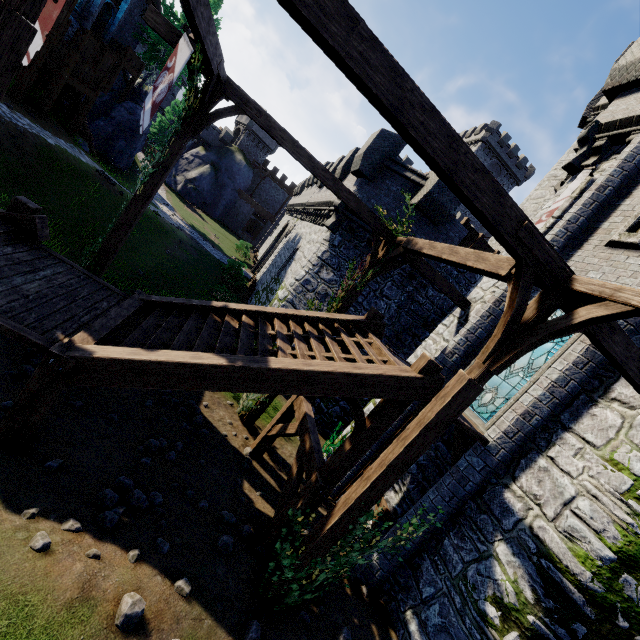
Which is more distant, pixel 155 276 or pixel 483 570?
pixel 155 276

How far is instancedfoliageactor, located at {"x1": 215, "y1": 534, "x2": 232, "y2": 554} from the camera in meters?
5.6 m

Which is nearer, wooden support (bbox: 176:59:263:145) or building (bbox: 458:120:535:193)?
wooden support (bbox: 176:59:263:145)

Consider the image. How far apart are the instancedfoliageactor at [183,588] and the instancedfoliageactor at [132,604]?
0.56m

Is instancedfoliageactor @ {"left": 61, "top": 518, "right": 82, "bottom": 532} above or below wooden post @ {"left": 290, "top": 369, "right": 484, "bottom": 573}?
below

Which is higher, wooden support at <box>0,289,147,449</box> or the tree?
the tree

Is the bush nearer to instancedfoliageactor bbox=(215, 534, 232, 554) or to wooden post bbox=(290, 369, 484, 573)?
instancedfoliageactor bbox=(215, 534, 232, 554)

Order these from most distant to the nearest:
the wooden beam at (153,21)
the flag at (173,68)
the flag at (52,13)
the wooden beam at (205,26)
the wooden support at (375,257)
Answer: the wooden support at (375,257), the wooden beam at (153,21), the flag at (173,68), the wooden beam at (205,26), the flag at (52,13)
